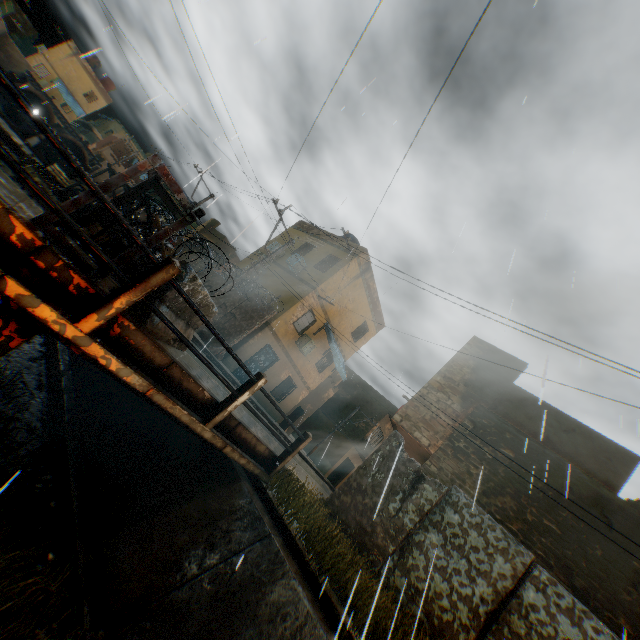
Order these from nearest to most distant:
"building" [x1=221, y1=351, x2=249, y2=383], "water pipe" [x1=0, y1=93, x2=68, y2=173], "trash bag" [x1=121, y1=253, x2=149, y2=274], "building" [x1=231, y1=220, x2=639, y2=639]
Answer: "trash bag" [x1=121, y1=253, x2=149, y2=274] < "building" [x1=231, y1=220, x2=639, y2=639] < "building" [x1=221, y1=351, x2=249, y2=383] < "water pipe" [x1=0, y1=93, x2=68, y2=173]

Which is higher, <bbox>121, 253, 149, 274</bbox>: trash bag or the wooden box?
<bbox>121, 253, 149, 274</bbox>: trash bag

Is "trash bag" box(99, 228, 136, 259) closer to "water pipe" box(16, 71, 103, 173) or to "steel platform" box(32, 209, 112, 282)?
"steel platform" box(32, 209, 112, 282)

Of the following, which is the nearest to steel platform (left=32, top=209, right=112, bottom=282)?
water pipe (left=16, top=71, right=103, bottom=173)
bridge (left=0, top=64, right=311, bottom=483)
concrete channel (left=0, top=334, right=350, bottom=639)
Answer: bridge (left=0, top=64, right=311, bottom=483)

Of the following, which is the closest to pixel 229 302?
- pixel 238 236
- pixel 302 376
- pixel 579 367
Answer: pixel 302 376

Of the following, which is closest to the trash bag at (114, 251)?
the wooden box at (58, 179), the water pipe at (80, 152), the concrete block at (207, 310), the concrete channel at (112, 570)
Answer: the concrete block at (207, 310)

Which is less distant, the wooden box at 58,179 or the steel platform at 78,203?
the steel platform at 78,203

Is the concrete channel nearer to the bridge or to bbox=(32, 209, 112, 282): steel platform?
the bridge
